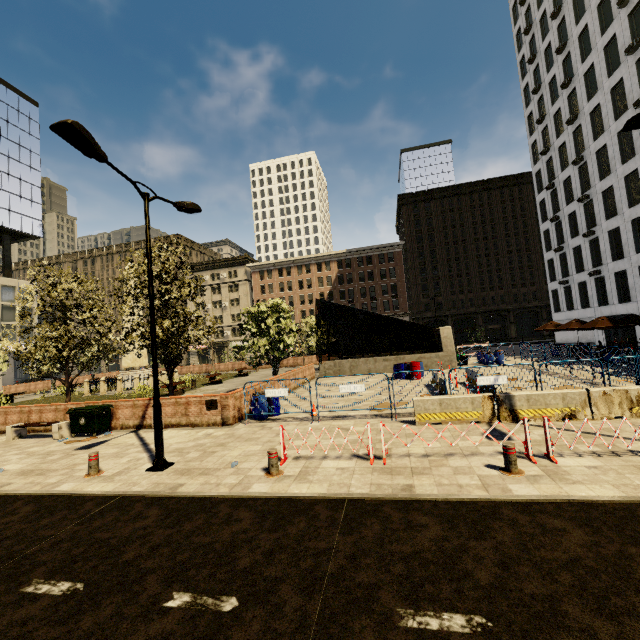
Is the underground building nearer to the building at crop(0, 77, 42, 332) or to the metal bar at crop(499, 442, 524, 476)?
the metal bar at crop(499, 442, 524, 476)

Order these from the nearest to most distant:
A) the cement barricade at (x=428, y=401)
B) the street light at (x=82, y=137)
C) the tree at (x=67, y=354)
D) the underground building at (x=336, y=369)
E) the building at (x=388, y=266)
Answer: the street light at (x=82, y=137)
the cement barricade at (x=428, y=401)
the tree at (x=67, y=354)
the underground building at (x=336, y=369)
the building at (x=388, y=266)

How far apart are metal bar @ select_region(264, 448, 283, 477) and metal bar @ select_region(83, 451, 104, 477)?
4.61m

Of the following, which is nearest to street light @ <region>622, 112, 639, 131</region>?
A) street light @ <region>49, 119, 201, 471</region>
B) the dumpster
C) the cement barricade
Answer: the cement barricade

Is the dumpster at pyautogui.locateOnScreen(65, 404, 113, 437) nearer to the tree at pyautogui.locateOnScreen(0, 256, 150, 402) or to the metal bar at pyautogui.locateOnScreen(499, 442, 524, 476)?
the tree at pyautogui.locateOnScreen(0, 256, 150, 402)

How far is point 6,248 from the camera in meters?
53.4 m

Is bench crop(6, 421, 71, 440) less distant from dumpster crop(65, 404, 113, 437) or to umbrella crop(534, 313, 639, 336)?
Answer: dumpster crop(65, 404, 113, 437)

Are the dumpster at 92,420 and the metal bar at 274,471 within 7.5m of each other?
no
